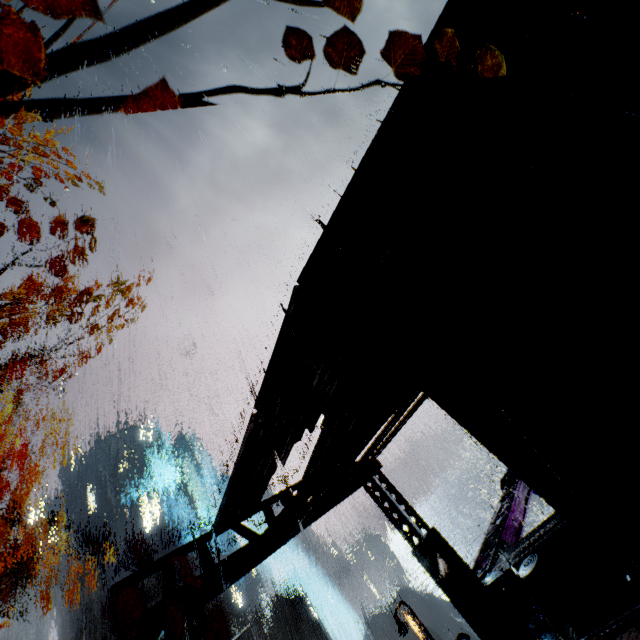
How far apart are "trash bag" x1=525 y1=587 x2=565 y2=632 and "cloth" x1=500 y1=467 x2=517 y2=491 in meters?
10.1

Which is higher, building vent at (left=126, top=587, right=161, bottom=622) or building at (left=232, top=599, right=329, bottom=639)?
building vent at (left=126, top=587, right=161, bottom=622)

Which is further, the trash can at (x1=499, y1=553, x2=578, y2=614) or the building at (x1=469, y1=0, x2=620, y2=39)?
the trash can at (x1=499, y1=553, x2=578, y2=614)

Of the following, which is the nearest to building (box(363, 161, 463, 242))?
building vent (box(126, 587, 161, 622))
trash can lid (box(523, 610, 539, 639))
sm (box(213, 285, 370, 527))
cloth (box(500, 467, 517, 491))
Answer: sm (box(213, 285, 370, 527))

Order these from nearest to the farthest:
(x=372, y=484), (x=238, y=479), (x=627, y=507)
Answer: (x=627, y=507) → (x=238, y=479) → (x=372, y=484)

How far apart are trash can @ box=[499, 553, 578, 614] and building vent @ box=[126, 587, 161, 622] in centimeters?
6735cm

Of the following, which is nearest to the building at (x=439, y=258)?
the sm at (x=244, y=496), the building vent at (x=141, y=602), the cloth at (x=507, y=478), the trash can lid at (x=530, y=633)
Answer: the sm at (x=244, y=496)

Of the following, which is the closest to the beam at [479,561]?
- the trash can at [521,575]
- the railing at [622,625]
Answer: the trash can at [521,575]
